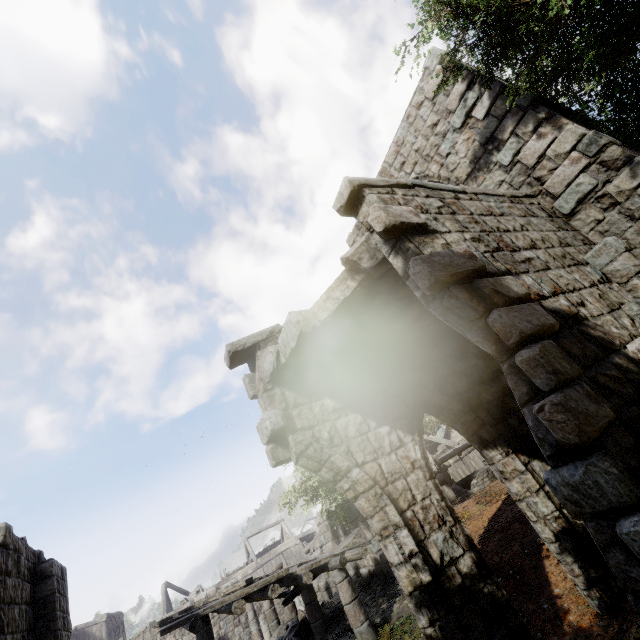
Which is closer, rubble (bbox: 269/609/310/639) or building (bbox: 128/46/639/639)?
building (bbox: 128/46/639/639)

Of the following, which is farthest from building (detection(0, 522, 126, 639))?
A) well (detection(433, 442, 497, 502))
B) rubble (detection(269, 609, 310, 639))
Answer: well (detection(433, 442, 497, 502))

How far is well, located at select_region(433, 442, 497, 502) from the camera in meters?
13.3

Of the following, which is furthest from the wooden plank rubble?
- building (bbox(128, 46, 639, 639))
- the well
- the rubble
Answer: the well

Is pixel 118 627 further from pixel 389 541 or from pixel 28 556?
pixel 389 541

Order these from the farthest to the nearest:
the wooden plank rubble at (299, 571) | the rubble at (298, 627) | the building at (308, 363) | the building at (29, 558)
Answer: the rubble at (298, 627) < the wooden plank rubble at (299, 571) < the building at (29, 558) < the building at (308, 363)

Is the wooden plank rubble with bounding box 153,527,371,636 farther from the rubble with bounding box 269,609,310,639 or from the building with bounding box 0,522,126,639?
the rubble with bounding box 269,609,310,639

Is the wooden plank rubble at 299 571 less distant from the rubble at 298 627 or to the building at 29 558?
the building at 29 558
